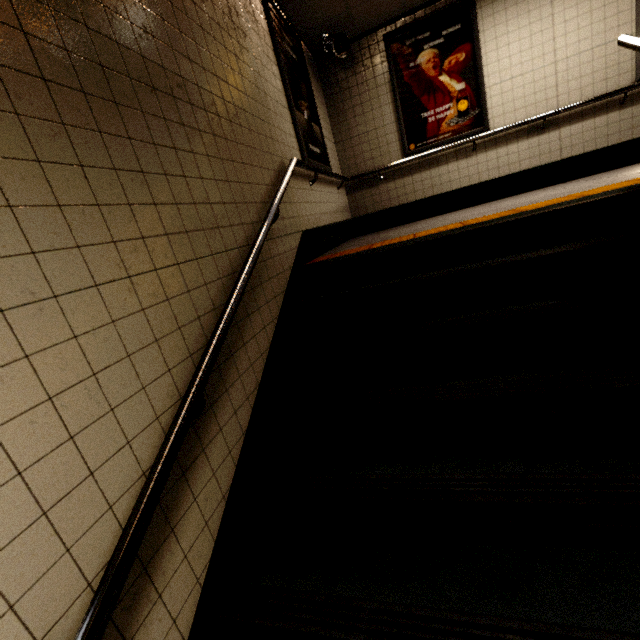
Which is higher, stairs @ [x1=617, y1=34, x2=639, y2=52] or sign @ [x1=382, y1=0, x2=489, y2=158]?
sign @ [x1=382, y1=0, x2=489, y2=158]

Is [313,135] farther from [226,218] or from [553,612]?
[553,612]

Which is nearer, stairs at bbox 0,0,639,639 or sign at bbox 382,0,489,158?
stairs at bbox 0,0,639,639

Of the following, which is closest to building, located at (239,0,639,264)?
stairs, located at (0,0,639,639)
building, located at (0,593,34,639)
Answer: stairs, located at (0,0,639,639)

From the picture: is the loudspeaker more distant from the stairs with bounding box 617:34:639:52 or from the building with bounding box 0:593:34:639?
the building with bounding box 0:593:34:639

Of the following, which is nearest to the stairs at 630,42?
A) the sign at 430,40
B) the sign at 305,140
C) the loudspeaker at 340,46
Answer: the sign at 305,140

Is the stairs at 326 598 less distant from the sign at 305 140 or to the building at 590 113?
the building at 590 113

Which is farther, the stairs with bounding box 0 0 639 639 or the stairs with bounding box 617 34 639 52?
the stairs with bounding box 617 34 639 52
